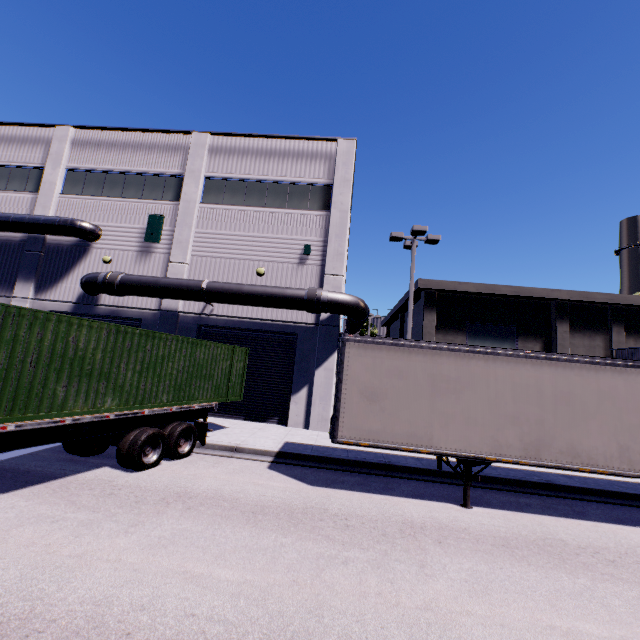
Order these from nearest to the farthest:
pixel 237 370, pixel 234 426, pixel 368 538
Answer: pixel 368 538 → pixel 237 370 → pixel 234 426

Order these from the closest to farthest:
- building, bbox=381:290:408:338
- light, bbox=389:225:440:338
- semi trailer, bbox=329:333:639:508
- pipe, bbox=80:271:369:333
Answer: semi trailer, bbox=329:333:639:508
pipe, bbox=80:271:369:333
light, bbox=389:225:440:338
building, bbox=381:290:408:338

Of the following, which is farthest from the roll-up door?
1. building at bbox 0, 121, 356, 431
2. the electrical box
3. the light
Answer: the electrical box

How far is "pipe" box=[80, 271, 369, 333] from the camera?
14.38m

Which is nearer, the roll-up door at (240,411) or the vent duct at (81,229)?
the roll-up door at (240,411)

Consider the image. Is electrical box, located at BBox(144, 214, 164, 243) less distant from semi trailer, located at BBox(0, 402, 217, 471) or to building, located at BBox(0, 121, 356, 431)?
building, located at BBox(0, 121, 356, 431)

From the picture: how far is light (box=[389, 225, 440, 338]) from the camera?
15.2m

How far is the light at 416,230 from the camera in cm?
1525
